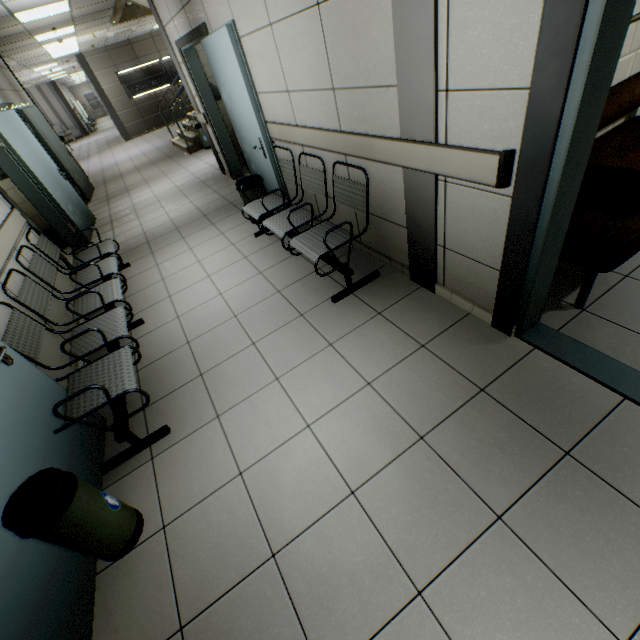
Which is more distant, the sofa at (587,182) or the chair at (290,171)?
the chair at (290,171)

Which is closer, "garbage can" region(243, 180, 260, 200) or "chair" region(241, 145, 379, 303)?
"chair" region(241, 145, 379, 303)

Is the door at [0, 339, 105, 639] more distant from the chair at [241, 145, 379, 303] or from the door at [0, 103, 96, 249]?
the door at [0, 103, 96, 249]

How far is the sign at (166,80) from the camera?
14.18m

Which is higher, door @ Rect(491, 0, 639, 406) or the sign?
the sign

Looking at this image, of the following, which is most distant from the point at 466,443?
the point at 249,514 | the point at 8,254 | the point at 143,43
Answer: the point at 143,43

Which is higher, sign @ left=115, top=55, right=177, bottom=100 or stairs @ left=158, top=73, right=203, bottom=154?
sign @ left=115, top=55, right=177, bottom=100

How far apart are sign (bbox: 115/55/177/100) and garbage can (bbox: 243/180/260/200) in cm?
1490
